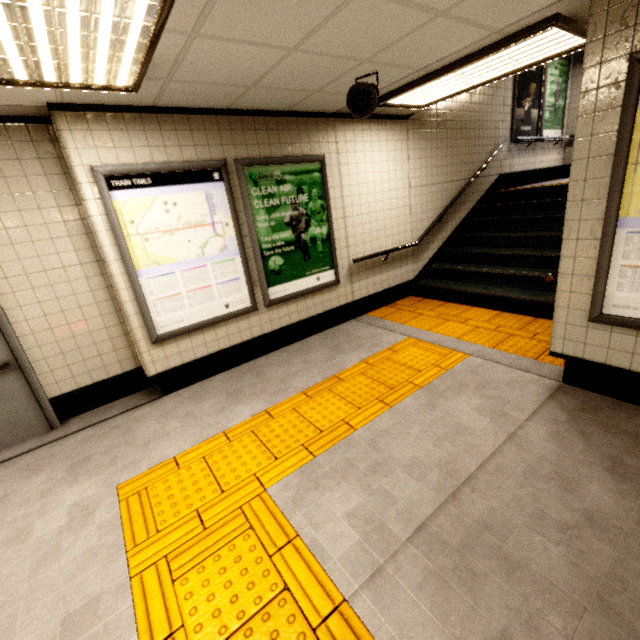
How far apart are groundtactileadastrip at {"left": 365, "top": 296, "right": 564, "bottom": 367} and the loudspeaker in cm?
277

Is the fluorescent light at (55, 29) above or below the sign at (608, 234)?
above

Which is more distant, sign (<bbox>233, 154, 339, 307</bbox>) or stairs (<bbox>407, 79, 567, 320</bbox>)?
stairs (<bbox>407, 79, 567, 320</bbox>)

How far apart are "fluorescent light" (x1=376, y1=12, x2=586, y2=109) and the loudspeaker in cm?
59

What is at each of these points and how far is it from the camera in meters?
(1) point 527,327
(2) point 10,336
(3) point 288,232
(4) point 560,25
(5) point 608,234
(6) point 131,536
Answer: (1) groundtactileadastrip, 4.2
(2) door frame, 3.1
(3) sign, 4.2
(4) fluorescent light, 2.5
(5) sign, 2.3
(6) groundtactileadastrip, 2.1

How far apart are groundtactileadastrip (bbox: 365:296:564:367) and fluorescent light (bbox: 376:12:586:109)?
2.9m

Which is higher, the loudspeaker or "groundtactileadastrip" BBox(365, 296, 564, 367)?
the loudspeaker

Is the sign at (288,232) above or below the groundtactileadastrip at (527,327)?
above
